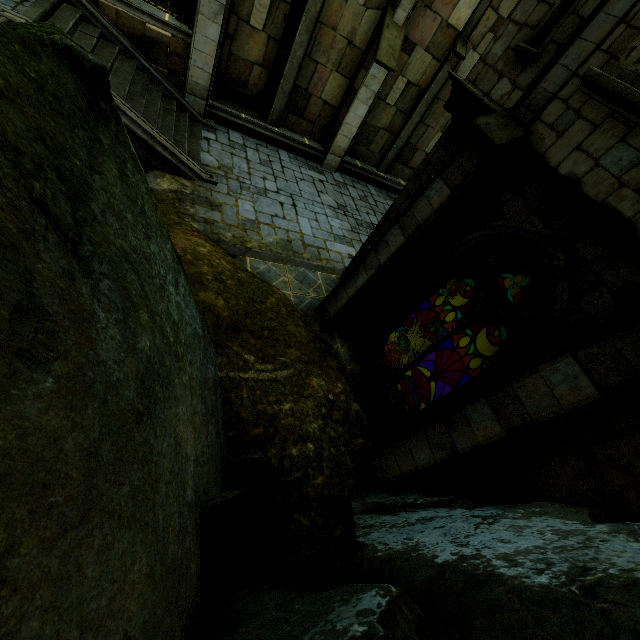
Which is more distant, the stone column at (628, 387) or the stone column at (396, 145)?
the stone column at (396, 145)

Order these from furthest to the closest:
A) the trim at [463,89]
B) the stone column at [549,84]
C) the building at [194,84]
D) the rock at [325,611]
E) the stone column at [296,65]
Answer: the stone column at [296,65] → the building at [194,84] → the trim at [463,89] → the stone column at [549,84] → the rock at [325,611]

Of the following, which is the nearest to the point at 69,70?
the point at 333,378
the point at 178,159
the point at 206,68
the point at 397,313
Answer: the point at 333,378

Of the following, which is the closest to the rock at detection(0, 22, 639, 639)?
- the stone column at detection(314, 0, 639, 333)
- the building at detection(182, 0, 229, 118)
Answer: the stone column at detection(314, 0, 639, 333)

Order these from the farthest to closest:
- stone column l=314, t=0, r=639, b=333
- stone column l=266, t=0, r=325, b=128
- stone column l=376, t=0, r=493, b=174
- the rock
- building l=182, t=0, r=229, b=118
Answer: stone column l=376, t=0, r=493, b=174 < stone column l=266, t=0, r=325, b=128 < building l=182, t=0, r=229, b=118 < stone column l=314, t=0, r=639, b=333 < the rock

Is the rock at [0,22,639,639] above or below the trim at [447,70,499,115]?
below

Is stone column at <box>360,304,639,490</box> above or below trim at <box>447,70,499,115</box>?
below

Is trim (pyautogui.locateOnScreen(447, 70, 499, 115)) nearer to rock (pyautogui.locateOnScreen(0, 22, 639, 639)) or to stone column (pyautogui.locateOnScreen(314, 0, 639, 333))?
stone column (pyautogui.locateOnScreen(314, 0, 639, 333))
